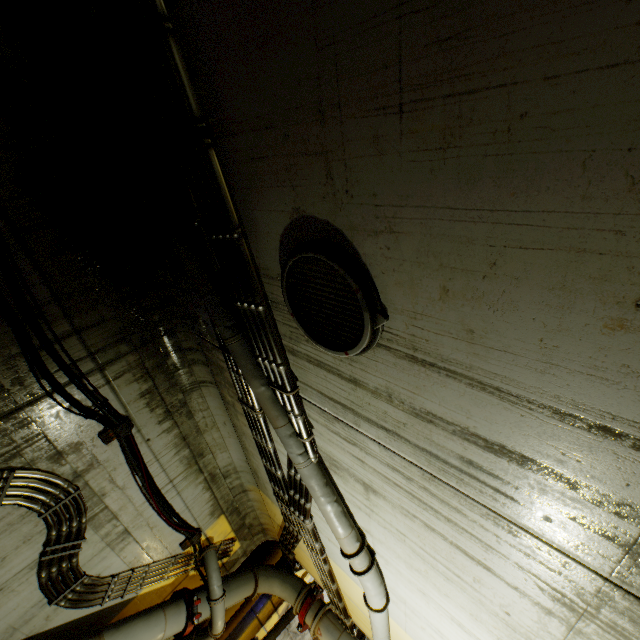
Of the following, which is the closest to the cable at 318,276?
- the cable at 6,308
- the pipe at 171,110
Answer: the pipe at 171,110

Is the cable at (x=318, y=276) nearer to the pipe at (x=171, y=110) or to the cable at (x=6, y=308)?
the pipe at (x=171, y=110)

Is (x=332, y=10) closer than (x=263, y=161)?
Yes

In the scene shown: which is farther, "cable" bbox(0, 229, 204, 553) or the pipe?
"cable" bbox(0, 229, 204, 553)

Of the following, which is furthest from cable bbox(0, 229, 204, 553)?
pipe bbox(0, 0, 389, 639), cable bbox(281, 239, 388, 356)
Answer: cable bbox(281, 239, 388, 356)

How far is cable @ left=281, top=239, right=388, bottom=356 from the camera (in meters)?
1.83

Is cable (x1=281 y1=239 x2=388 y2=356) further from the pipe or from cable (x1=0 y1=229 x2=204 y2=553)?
cable (x1=0 y1=229 x2=204 y2=553)
